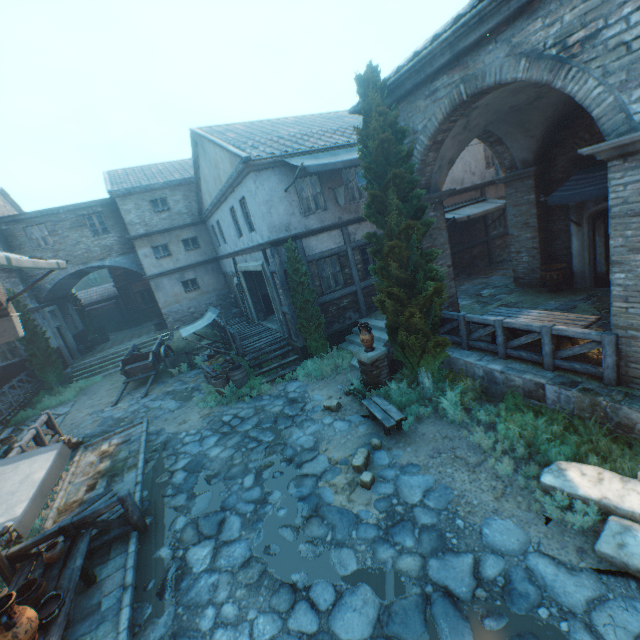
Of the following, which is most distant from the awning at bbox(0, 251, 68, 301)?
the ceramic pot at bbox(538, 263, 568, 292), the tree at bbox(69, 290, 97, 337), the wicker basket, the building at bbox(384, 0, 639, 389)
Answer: the tree at bbox(69, 290, 97, 337)

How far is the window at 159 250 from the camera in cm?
2020

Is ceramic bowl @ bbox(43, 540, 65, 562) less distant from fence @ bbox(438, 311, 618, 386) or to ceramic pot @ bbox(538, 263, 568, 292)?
fence @ bbox(438, 311, 618, 386)

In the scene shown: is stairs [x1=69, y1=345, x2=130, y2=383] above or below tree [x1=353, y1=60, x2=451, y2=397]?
below

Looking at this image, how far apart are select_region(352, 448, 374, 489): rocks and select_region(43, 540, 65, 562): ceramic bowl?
5.3 meters

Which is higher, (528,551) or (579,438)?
(579,438)

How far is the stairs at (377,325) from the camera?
11.3m

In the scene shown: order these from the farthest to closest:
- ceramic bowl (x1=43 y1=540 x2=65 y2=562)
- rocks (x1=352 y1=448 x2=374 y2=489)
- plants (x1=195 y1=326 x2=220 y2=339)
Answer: plants (x1=195 y1=326 x2=220 y2=339) < rocks (x1=352 y1=448 x2=374 y2=489) < ceramic bowl (x1=43 y1=540 x2=65 y2=562)
